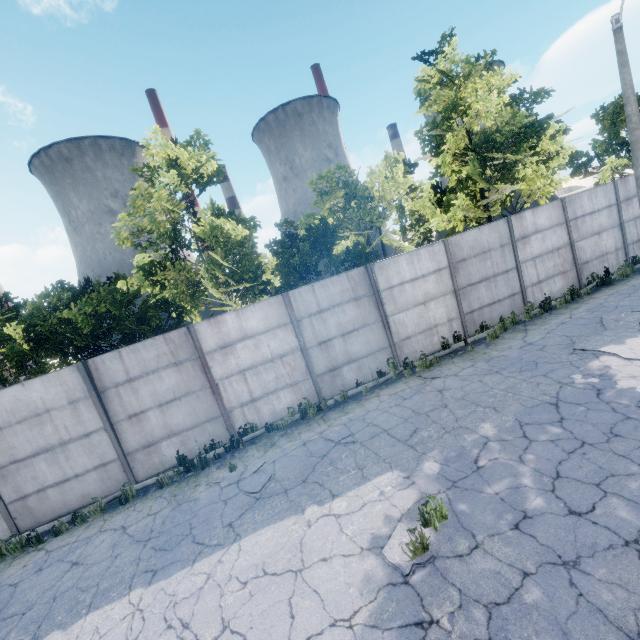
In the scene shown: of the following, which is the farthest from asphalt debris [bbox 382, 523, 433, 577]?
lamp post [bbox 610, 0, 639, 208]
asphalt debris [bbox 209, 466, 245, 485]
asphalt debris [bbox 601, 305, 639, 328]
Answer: lamp post [bbox 610, 0, 639, 208]

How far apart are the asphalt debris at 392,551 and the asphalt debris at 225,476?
3.9 meters

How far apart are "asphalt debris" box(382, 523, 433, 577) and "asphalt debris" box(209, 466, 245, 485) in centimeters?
390cm

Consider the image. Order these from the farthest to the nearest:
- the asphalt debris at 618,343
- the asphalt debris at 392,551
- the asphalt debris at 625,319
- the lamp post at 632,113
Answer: the lamp post at 632,113 < the asphalt debris at 625,319 < the asphalt debris at 618,343 < the asphalt debris at 392,551

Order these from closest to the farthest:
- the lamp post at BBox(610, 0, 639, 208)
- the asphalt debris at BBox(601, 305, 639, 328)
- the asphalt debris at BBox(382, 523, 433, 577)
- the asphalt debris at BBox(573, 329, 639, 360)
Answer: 1. the asphalt debris at BBox(382, 523, 433, 577)
2. the asphalt debris at BBox(573, 329, 639, 360)
3. the asphalt debris at BBox(601, 305, 639, 328)
4. the lamp post at BBox(610, 0, 639, 208)

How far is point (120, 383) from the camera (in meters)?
8.90

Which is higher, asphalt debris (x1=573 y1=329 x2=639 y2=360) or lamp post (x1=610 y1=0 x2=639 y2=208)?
lamp post (x1=610 y1=0 x2=639 y2=208)

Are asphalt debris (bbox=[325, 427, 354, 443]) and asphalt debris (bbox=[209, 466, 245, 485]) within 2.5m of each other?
yes
